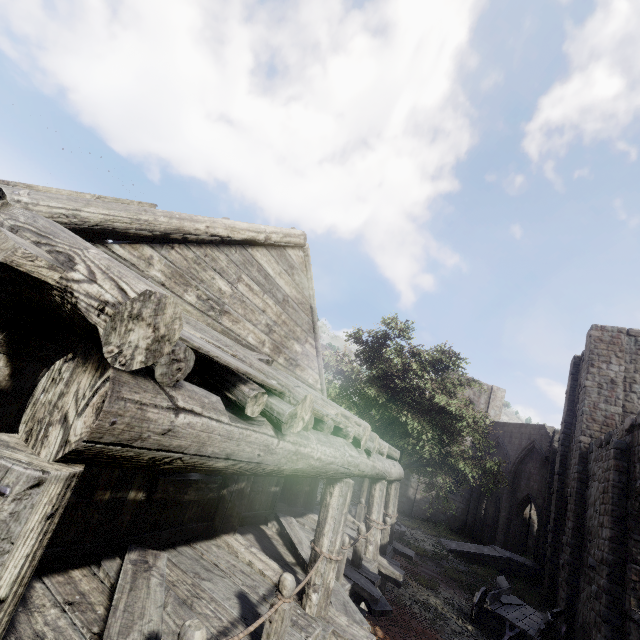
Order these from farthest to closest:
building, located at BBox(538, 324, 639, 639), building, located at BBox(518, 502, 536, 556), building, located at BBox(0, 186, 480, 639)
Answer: building, located at BBox(518, 502, 536, 556)
building, located at BBox(538, 324, 639, 639)
building, located at BBox(0, 186, 480, 639)

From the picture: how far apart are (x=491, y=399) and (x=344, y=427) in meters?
31.0 m

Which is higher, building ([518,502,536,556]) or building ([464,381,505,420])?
building ([464,381,505,420])

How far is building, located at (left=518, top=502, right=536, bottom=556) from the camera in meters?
27.2 m

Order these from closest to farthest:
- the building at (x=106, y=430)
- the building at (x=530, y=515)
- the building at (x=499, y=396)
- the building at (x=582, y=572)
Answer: the building at (x=106, y=430) → the building at (x=582, y=572) → the building at (x=530, y=515) → the building at (x=499, y=396)

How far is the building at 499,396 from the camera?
30.54m

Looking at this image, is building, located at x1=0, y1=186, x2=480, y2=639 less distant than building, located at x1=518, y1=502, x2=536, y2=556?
Yes
